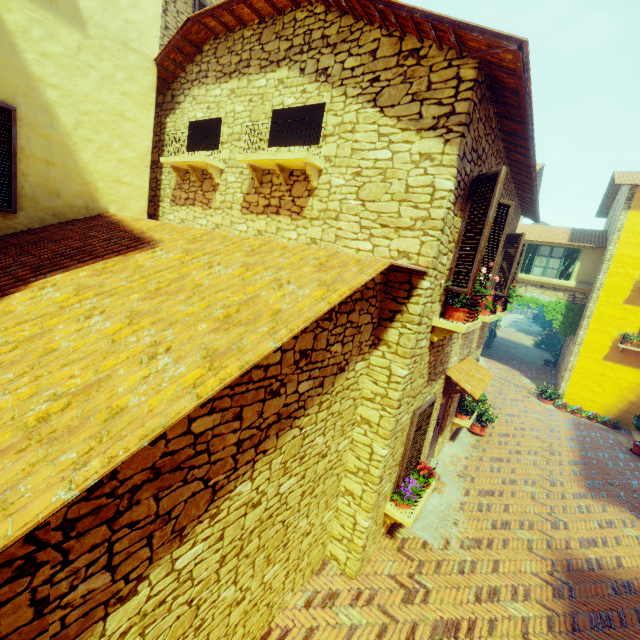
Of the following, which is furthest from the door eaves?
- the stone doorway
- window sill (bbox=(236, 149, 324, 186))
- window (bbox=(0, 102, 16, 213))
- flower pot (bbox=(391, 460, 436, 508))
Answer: the stone doorway

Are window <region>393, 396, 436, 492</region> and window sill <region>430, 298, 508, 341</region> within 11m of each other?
yes

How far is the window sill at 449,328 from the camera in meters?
4.7

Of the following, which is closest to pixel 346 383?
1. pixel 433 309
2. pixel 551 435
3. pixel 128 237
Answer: pixel 433 309

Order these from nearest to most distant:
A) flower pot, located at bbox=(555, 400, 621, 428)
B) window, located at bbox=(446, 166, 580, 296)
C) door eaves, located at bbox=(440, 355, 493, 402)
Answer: window, located at bbox=(446, 166, 580, 296) → door eaves, located at bbox=(440, 355, 493, 402) → flower pot, located at bbox=(555, 400, 621, 428)

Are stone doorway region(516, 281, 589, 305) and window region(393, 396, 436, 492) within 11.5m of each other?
no

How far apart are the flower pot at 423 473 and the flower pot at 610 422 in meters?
12.3 m

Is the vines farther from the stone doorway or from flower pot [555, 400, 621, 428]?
flower pot [555, 400, 621, 428]
